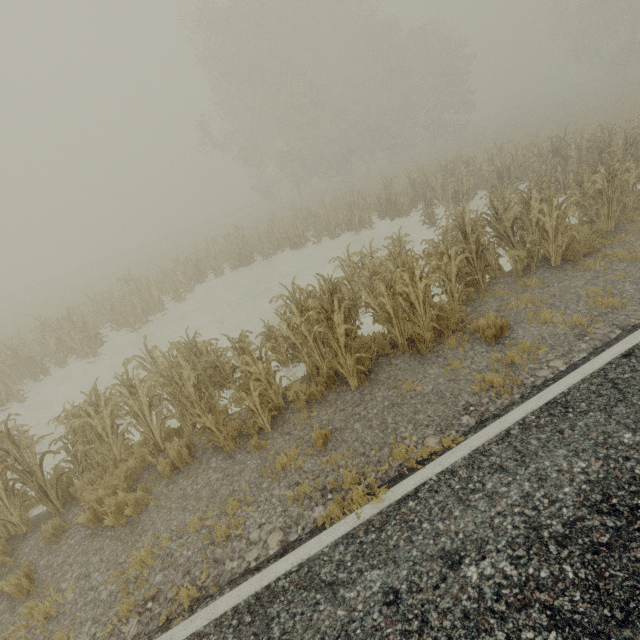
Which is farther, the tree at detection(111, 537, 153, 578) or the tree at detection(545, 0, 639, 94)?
the tree at detection(545, 0, 639, 94)

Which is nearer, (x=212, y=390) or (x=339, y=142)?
(x=212, y=390)

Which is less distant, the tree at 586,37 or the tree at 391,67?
the tree at 391,67

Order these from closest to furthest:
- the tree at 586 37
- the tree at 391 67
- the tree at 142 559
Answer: the tree at 142 559 → the tree at 391 67 → the tree at 586 37

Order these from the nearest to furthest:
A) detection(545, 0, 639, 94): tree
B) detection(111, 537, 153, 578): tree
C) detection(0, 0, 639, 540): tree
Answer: detection(111, 537, 153, 578): tree < detection(0, 0, 639, 540): tree < detection(545, 0, 639, 94): tree

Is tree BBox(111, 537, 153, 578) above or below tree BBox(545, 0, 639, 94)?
below

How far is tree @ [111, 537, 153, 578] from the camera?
4.03m
